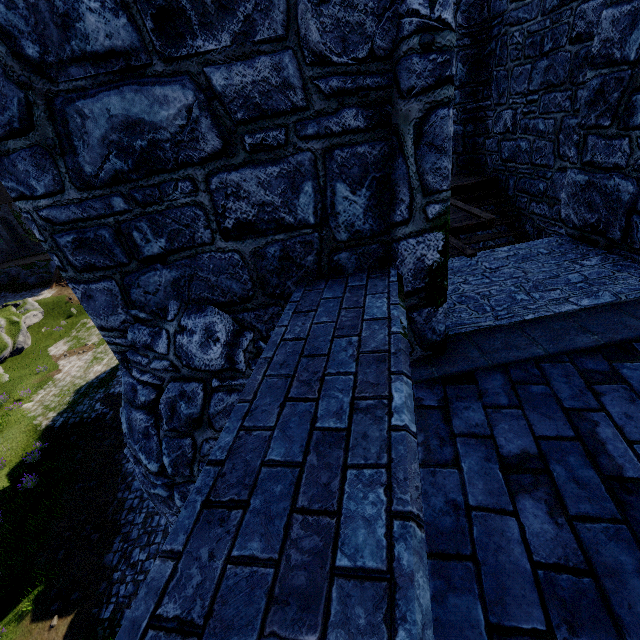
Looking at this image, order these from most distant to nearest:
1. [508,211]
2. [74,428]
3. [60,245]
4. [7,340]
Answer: [7,340], [74,428], [508,211], [60,245]
